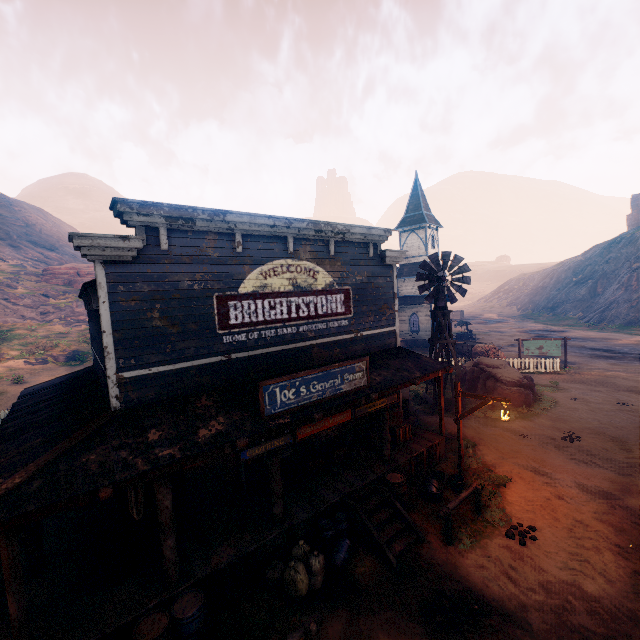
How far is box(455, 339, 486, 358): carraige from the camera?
27.0 meters

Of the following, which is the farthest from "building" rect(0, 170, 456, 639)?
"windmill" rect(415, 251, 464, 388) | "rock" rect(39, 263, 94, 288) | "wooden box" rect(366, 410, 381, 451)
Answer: "rock" rect(39, 263, 94, 288)

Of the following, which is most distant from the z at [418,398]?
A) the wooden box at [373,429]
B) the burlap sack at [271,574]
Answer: the wooden box at [373,429]

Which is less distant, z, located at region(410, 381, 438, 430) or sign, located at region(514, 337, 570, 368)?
z, located at region(410, 381, 438, 430)

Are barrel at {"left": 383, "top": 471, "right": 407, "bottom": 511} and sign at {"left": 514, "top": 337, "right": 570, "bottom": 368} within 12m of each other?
no

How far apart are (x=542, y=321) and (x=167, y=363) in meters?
59.7

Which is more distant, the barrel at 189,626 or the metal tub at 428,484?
the metal tub at 428,484

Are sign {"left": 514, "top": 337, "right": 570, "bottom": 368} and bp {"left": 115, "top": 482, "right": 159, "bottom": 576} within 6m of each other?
no
